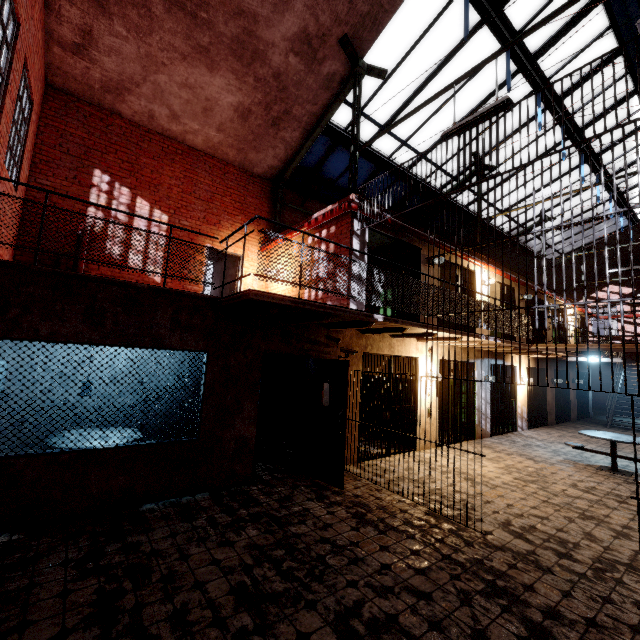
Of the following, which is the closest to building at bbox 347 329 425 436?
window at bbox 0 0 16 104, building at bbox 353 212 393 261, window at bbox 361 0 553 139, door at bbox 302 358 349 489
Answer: building at bbox 353 212 393 261

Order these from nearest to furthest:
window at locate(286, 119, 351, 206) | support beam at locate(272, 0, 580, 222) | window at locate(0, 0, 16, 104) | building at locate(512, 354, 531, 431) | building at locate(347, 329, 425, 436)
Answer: window at locate(0, 0, 16, 104), support beam at locate(272, 0, 580, 222), building at locate(347, 329, 425, 436), window at locate(286, 119, 351, 206), building at locate(512, 354, 531, 431)

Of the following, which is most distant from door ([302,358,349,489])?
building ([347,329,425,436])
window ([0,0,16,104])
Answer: window ([0,0,16,104])

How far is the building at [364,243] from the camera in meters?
7.4

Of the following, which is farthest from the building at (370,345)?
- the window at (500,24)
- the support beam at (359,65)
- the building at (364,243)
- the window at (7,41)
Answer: the window at (7,41)

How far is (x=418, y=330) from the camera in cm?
673

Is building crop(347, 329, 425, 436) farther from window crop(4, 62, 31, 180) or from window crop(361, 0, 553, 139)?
window crop(4, 62, 31, 180)

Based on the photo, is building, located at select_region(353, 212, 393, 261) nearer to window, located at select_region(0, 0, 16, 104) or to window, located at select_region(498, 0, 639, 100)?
window, located at select_region(498, 0, 639, 100)
